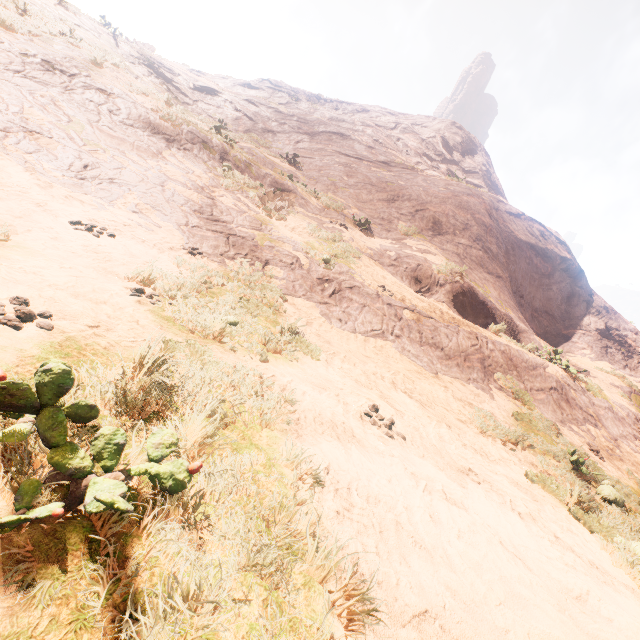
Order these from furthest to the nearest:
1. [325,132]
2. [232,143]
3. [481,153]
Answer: [481,153], [325,132], [232,143]
